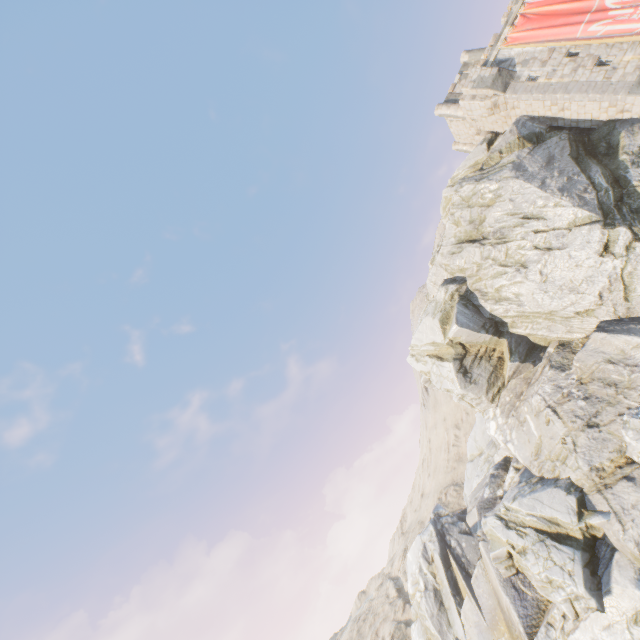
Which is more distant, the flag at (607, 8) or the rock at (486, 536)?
the flag at (607, 8)

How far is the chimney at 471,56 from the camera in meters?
27.5 m

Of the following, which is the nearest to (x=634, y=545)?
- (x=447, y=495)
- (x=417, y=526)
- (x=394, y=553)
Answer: (x=447, y=495)

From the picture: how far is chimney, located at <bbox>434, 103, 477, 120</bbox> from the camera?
27.9m

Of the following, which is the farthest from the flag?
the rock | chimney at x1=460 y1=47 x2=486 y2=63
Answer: chimney at x1=460 y1=47 x2=486 y2=63

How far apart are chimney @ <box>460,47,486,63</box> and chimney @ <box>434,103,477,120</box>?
3.2m

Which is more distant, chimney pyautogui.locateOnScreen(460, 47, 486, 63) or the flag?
chimney pyautogui.locateOnScreen(460, 47, 486, 63)

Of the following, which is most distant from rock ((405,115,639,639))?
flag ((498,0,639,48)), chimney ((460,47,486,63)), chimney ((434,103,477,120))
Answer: chimney ((460,47,486,63))
